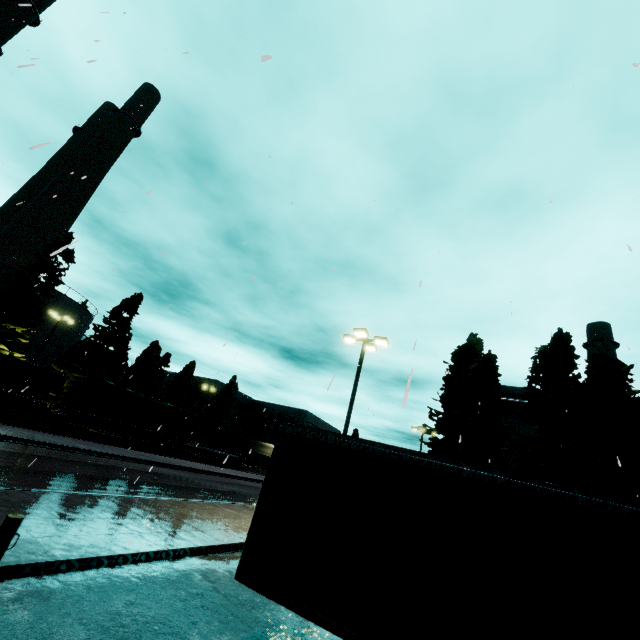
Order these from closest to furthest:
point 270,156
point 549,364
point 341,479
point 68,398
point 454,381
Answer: point 341,479 → point 270,156 → point 549,364 → point 454,381 → point 68,398

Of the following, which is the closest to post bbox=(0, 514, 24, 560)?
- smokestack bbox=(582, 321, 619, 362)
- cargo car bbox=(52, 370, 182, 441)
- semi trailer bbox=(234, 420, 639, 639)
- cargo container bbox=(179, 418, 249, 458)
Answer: semi trailer bbox=(234, 420, 639, 639)

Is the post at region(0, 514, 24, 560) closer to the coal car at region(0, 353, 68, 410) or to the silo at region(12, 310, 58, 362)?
the coal car at region(0, 353, 68, 410)

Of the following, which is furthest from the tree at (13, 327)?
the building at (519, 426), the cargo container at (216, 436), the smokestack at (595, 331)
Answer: the smokestack at (595, 331)

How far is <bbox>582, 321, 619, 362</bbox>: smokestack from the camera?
37.8m

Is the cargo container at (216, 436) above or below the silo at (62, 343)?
below

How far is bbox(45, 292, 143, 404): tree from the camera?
37.2 meters

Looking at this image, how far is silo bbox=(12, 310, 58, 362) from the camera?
35.9m
